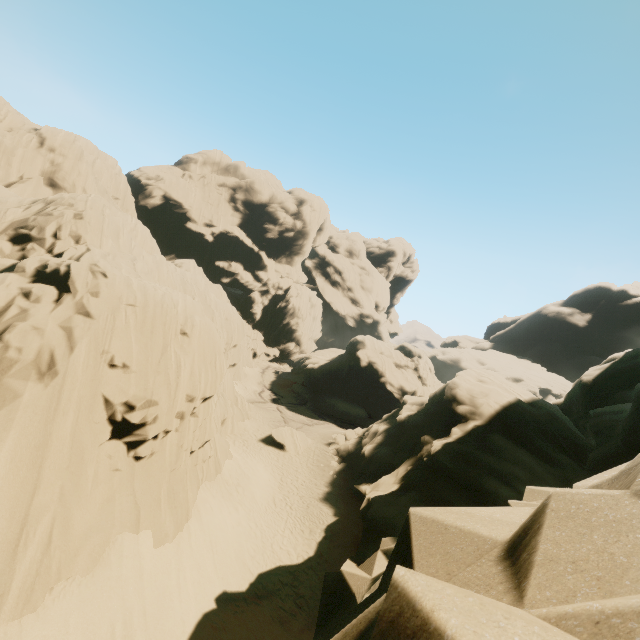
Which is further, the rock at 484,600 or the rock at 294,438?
the rock at 294,438

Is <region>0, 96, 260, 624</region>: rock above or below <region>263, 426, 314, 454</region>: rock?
above

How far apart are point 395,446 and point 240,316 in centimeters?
2908cm

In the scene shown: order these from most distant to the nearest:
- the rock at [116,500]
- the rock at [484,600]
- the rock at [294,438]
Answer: the rock at [294,438] → the rock at [116,500] → the rock at [484,600]

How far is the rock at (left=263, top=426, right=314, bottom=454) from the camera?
28.80m

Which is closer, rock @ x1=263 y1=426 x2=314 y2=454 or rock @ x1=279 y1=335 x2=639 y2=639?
rock @ x1=279 y1=335 x2=639 y2=639

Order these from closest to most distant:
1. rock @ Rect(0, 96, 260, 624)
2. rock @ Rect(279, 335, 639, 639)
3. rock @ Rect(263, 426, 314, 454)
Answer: rock @ Rect(279, 335, 639, 639)
rock @ Rect(0, 96, 260, 624)
rock @ Rect(263, 426, 314, 454)
